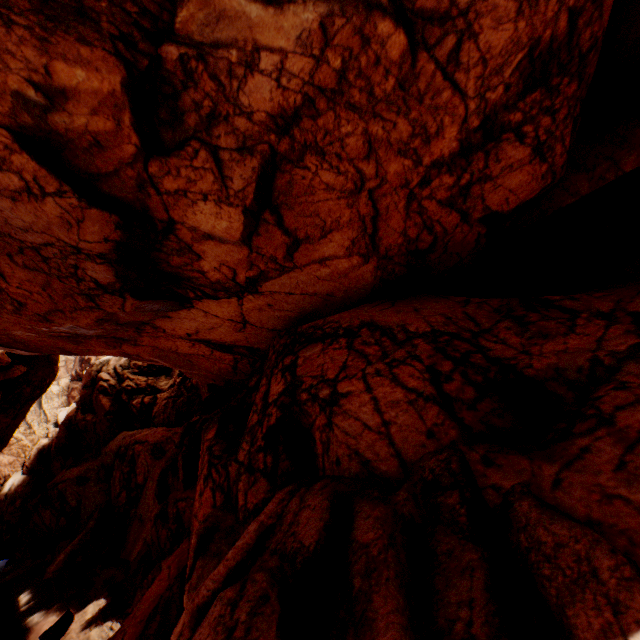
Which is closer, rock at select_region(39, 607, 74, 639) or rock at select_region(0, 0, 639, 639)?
rock at select_region(0, 0, 639, 639)

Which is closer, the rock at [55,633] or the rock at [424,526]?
the rock at [424,526]

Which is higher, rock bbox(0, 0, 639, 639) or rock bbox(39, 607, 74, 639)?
rock bbox(0, 0, 639, 639)

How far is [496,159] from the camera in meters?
5.9

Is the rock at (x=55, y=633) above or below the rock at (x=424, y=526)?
below
